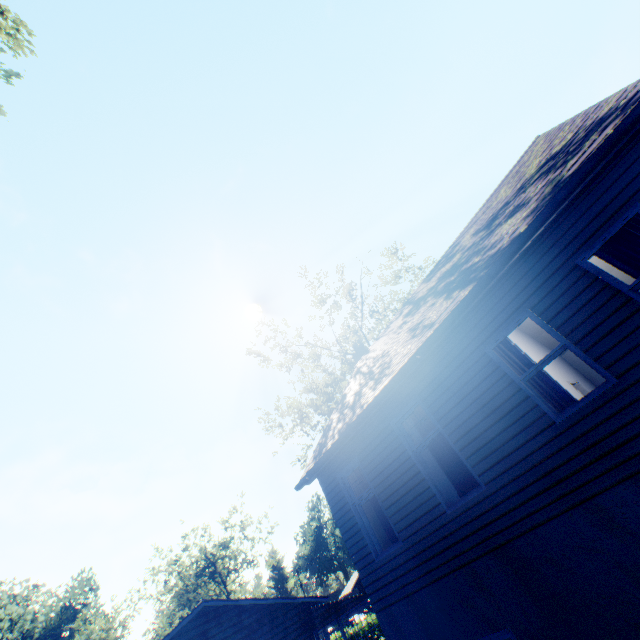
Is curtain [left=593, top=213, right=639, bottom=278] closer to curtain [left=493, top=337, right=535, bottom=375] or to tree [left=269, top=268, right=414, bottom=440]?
curtain [left=493, top=337, right=535, bottom=375]

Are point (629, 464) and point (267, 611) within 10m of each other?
no

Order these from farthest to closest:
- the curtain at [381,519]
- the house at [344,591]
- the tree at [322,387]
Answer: the house at [344,591], the tree at [322,387], the curtain at [381,519]

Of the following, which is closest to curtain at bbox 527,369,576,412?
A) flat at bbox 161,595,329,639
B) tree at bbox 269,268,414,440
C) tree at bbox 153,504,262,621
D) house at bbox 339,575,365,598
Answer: tree at bbox 269,268,414,440

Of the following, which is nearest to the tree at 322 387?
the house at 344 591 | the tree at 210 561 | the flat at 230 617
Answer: the flat at 230 617

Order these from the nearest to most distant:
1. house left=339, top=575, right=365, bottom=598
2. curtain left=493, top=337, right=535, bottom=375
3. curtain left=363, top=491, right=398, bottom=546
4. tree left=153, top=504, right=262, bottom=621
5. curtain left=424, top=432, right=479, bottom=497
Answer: curtain left=493, top=337, right=535, bottom=375 < curtain left=424, top=432, right=479, bottom=497 < curtain left=363, top=491, right=398, bottom=546 < tree left=153, top=504, right=262, bottom=621 < house left=339, top=575, right=365, bottom=598

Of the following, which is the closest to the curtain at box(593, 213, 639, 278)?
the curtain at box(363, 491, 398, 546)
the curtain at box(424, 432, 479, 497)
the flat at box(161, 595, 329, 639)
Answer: the curtain at box(424, 432, 479, 497)

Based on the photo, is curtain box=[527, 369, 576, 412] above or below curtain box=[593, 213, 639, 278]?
below
